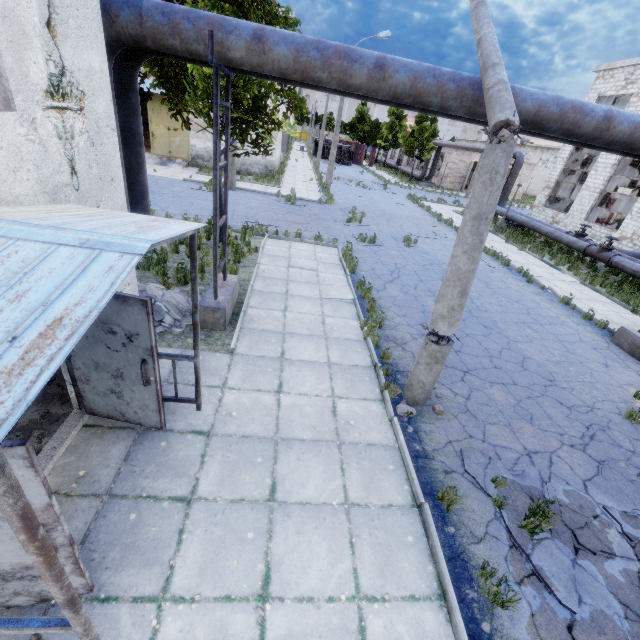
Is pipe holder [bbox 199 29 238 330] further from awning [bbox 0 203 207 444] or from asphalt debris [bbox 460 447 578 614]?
asphalt debris [bbox 460 447 578 614]

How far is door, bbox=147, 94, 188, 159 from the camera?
22.91m

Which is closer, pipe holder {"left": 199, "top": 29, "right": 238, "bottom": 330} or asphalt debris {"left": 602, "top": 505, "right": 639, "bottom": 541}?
asphalt debris {"left": 602, "top": 505, "right": 639, "bottom": 541}

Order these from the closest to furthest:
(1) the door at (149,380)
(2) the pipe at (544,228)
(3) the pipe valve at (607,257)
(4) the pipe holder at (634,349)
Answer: (1) the door at (149,380), (4) the pipe holder at (634,349), (3) the pipe valve at (607,257), (2) the pipe at (544,228)

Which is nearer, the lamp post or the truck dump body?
the lamp post

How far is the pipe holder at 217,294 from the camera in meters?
5.2 m

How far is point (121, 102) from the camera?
5.79m

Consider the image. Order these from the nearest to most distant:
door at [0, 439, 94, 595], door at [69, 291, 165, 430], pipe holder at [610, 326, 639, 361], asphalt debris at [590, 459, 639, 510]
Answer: door at [0, 439, 94, 595], door at [69, 291, 165, 430], asphalt debris at [590, 459, 639, 510], pipe holder at [610, 326, 639, 361]
